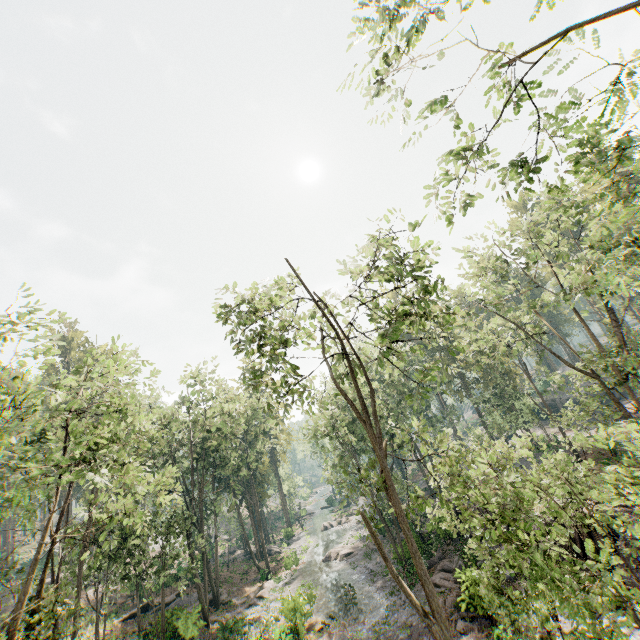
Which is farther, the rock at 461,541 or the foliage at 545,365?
the foliage at 545,365

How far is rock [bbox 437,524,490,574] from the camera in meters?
18.4 m

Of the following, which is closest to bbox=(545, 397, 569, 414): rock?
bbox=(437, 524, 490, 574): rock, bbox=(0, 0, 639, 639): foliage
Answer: bbox=(0, 0, 639, 639): foliage

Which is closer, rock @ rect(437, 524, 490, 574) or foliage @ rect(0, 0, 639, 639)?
foliage @ rect(0, 0, 639, 639)

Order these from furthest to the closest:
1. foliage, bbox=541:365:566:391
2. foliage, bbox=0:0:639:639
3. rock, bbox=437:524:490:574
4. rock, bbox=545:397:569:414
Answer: rock, bbox=545:397:569:414 → foliage, bbox=541:365:566:391 → rock, bbox=437:524:490:574 → foliage, bbox=0:0:639:639

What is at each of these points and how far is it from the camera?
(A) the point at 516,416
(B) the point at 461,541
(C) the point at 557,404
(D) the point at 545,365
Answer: (A) foliage, 44.1m
(B) rock, 22.3m
(C) rock, 50.6m
(D) foliage, 34.8m

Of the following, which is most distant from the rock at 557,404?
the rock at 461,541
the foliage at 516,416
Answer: the rock at 461,541

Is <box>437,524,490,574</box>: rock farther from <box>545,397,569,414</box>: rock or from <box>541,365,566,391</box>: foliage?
<box>545,397,569,414</box>: rock
